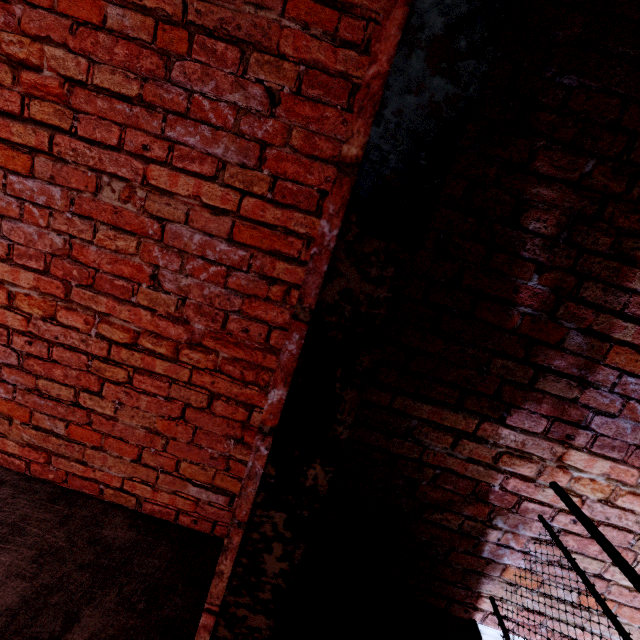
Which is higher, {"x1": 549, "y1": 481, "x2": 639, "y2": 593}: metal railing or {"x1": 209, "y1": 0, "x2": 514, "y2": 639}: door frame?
{"x1": 209, "y1": 0, "x2": 514, "y2": 639}: door frame

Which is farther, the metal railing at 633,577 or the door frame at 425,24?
the metal railing at 633,577

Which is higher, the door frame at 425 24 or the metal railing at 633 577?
the door frame at 425 24

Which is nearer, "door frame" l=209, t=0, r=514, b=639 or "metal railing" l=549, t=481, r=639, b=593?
"door frame" l=209, t=0, r=514, b=639

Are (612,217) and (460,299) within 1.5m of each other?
yes
